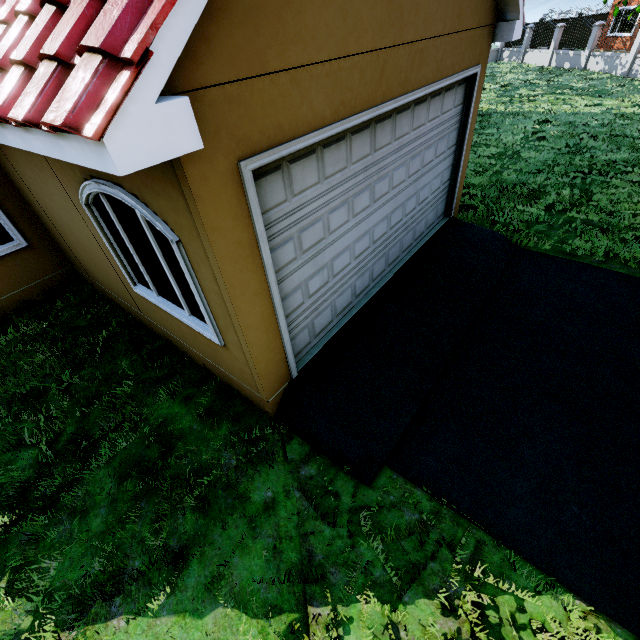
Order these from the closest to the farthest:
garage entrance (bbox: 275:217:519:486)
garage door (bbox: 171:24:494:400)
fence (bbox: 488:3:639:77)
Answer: garage door (bbox: 171:24:494:400), garage entrance (bbox: 275:217:519:486), fence (bbox: 488:3:639:77)

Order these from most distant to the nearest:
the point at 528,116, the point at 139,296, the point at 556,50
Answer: the point at 556,50, the point at 528,116, the point at 139,296

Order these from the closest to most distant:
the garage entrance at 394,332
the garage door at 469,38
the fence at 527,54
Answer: the garage door at 469,38 < the garage entrance at 394,332 < the fence at 527,54

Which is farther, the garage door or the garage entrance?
the garage entrance

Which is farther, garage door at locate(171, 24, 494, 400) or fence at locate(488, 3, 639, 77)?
fence at locate(488, 3, 639, 77)

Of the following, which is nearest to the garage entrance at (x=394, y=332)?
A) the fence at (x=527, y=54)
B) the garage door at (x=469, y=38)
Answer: the garage door at (x=469, y=38)

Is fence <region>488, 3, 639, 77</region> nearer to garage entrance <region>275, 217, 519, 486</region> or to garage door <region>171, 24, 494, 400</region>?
garage entrance <region>275, 217, 519, 486</region>

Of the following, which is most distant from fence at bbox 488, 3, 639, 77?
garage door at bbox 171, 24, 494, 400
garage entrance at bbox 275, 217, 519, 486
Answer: garage door at bbox 171, 24, 494, 400
